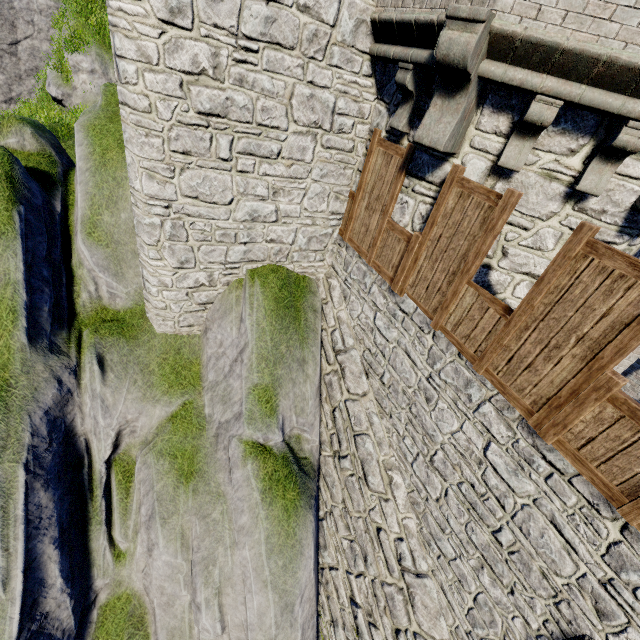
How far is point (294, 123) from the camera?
5.5m
